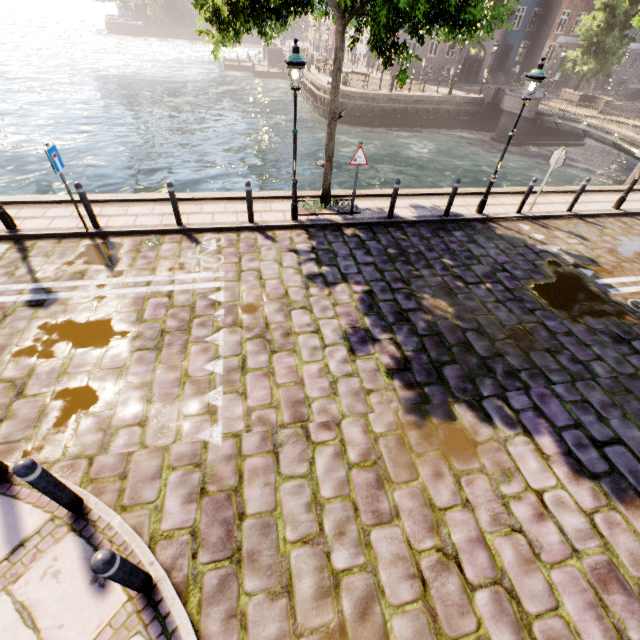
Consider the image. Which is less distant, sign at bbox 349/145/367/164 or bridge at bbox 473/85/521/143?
sign at bbox 349/145/367/164

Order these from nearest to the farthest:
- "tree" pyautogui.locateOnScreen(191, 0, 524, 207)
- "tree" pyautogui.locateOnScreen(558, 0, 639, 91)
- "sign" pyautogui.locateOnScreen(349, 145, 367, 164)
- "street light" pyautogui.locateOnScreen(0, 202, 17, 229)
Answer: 1. "tree" pyautogui.locateOnScreen(191, 0, 524, 207)
2. "street light" pyautogui.locateOnScreen(0, 202, 17, 229)
3. "sign" pyautogui.locateOnScreen(349, 145, 367, 164)
4. "tree" pyautogui.locateOnScreen(558, 0, 639, 91)

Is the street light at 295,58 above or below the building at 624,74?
above

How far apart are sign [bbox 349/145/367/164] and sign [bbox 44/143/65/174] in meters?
6.7

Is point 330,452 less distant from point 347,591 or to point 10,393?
point 347,591

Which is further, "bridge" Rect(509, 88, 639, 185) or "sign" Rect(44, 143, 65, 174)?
"bridge" Rect(509, 88, 639, 185)

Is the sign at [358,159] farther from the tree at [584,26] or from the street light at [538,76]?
the street light at [538,76]

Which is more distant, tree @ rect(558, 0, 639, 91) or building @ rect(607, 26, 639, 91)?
building @ rect(607, 26, 639, 91)
